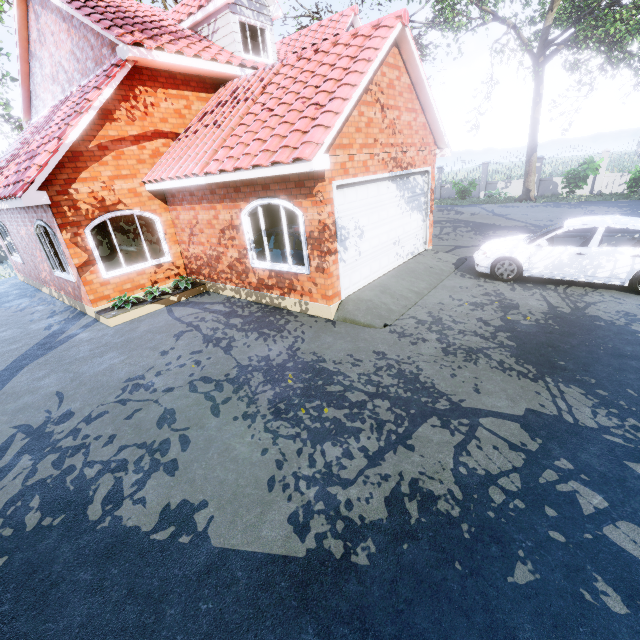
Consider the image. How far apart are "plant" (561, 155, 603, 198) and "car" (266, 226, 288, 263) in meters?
18.2 m

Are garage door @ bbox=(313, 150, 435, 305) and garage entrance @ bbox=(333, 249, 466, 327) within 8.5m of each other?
yes

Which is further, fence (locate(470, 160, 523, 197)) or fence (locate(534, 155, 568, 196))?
fence (locate(470, 160, 523, 197))

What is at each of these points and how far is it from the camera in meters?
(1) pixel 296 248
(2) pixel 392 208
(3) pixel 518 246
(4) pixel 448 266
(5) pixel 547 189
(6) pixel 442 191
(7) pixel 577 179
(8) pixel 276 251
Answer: (1) car, 8.3
(2) garage door, 8.8
(3) car, 8.0
(4) garage entrance, 9.8
(5) fence, 21.5
(6) fence, 25.5
(7) plant, 18.2
(8) car, 8.6

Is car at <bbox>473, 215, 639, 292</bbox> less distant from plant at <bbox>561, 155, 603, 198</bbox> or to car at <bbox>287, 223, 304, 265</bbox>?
car at <bbox>287, 223, 304, 265</bbox>

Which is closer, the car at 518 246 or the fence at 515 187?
the car at 518 246

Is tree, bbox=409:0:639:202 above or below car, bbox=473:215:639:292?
above

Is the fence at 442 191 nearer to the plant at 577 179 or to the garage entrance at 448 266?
the plant at 577 179
